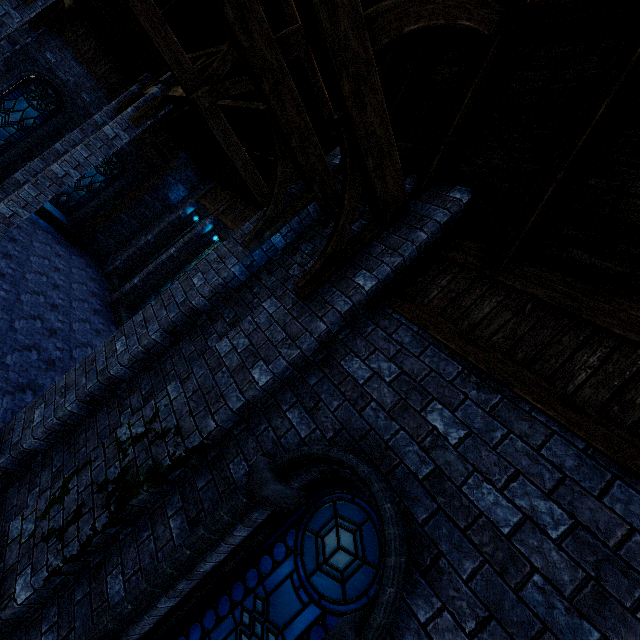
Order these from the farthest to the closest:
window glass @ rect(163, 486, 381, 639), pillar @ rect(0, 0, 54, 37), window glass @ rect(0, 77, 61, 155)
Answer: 1. window glass @ rect(0, 77, 61, 155)
2. pillar @ rect(0, 0, 54, 37)
3. window glass @ rect(163, 486, 381, 639)

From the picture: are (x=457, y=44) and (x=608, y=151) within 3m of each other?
yes

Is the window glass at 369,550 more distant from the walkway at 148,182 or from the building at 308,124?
the walkway at 148,182

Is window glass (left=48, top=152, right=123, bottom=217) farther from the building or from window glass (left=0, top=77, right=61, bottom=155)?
window glass (left=0, top=77, right=61, bottom=155)

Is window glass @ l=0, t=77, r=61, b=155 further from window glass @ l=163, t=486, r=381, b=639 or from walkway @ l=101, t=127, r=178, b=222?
window glass @ l=163, t=486, r=381, b=639

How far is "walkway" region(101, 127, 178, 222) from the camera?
14.7m

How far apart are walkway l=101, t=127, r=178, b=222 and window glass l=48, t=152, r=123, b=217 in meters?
0.8 m

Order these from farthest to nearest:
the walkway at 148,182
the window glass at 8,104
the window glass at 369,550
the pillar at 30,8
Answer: the walkway at 148,182
the window glass at 8,104
the pillar at 30,8
the window glass at 369,550
